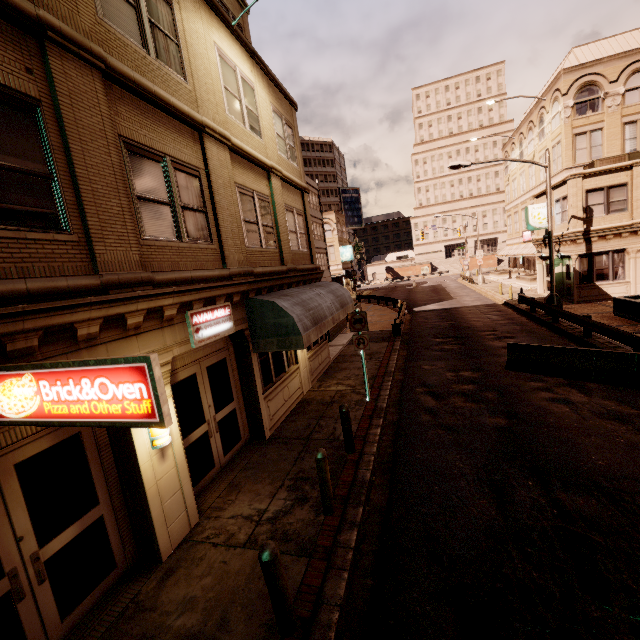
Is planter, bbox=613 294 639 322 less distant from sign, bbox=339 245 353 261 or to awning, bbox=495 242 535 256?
awning, bbox=495 242 535 256

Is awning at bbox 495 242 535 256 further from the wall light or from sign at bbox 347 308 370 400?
the wall light

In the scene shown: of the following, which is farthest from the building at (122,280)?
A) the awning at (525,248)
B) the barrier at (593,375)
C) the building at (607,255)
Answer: the awning at (525,248)

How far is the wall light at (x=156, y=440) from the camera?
5.3m

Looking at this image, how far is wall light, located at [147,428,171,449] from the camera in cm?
534

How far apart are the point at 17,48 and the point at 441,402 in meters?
11.5

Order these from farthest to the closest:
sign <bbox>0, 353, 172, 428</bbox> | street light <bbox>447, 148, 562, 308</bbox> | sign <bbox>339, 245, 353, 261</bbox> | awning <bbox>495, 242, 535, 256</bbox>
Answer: sign <bbox>339, 245, 353, 261</bbox>, awning <bbox>495, 242, 535, 256</bbox>, street light <bbox>447, 148, 562, 308</bbox>, sign <bbox>0, 353, 172, 428</bbox>

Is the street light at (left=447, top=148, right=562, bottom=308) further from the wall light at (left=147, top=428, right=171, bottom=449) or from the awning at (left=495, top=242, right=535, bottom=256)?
the wall light at (left=147, top=428, right=171, bottom=449)
